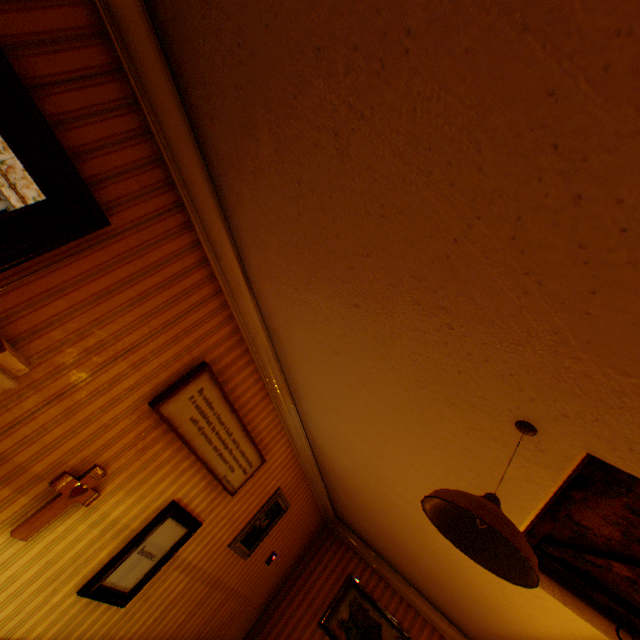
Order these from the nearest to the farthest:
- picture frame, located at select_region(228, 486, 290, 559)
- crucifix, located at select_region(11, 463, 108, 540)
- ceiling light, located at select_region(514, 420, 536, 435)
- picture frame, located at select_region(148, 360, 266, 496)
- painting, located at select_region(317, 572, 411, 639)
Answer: ceiling light, located at select_region(514, 420, 536, 435) < crucifix, located at select_region(11, 463, 108, 540) < picture frame, located at select_region(148, 360, 266, 496) < picture frame, located at select_region(228, 486, 290, 559) < painting, located at select_region(317, 572, 411, 639)

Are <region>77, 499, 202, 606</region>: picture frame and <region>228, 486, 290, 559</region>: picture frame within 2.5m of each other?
yes

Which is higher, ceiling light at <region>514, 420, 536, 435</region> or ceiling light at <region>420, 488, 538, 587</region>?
ceiling light at <region>514, 420, 536, 435</region>

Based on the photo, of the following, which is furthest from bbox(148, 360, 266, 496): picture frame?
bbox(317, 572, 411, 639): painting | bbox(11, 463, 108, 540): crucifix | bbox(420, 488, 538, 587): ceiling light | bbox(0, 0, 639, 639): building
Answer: bbox(317, 572, 411, 639): painting

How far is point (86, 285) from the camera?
2.1m

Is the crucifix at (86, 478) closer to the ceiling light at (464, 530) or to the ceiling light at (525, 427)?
the ceiling light at (464, 530)

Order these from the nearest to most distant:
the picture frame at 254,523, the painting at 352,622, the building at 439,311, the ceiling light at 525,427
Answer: the building at 439,311 < the ceiling light at 525,427 < the picture frame at 254,523 < the painting at 352,622

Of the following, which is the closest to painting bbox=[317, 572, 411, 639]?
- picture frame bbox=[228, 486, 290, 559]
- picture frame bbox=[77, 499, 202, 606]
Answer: picture frame bbox=[228, 486, 290, 559]
